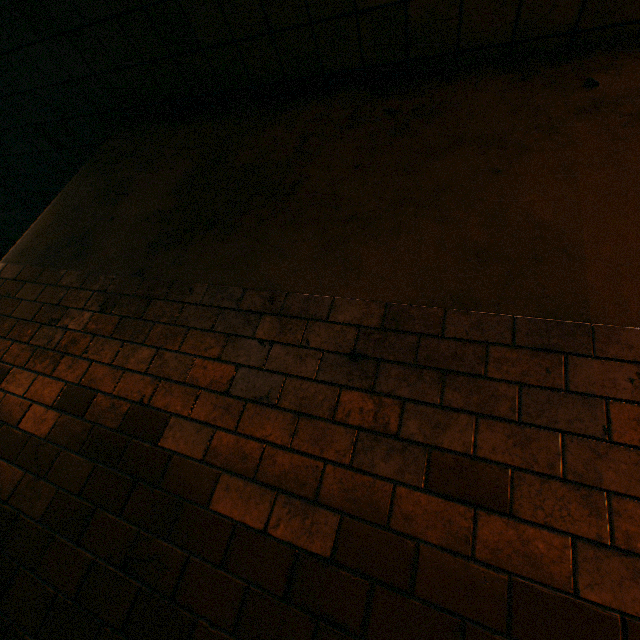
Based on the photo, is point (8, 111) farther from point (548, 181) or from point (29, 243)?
point (548, 181)
